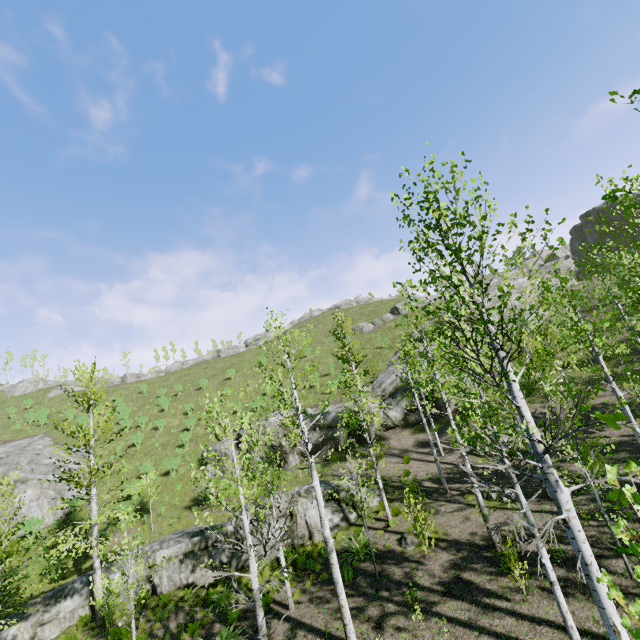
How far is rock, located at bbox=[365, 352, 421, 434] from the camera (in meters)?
25.67

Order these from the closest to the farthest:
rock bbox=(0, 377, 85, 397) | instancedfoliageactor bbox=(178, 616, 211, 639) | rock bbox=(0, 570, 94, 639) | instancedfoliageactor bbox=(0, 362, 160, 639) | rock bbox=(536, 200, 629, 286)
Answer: instancedfoliageactor bbox=(0, 362, 160, 639)
instancedfoliageactor bbox=(178, 616, 211, 639)
rock bbox=(0, 570, 94, 639)
rock bbox=(536, 200, 629, 286)
rock bbox=(0, 377, 85, 397)

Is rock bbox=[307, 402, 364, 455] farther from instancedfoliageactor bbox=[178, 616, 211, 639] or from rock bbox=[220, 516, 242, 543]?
instancedfoliageactor bbox=[178, 616, 211, 639]

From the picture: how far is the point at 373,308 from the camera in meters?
55.5 m

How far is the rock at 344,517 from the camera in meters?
16.3 m

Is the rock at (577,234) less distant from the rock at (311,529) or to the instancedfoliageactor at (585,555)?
the instancedfoliageactor at (585,555)

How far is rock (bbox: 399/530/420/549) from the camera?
12.96m

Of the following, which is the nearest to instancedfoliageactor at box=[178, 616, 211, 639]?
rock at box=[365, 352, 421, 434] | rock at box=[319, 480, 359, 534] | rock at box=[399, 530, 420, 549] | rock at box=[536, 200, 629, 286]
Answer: rock at box=[319, 480, 359, 534]
